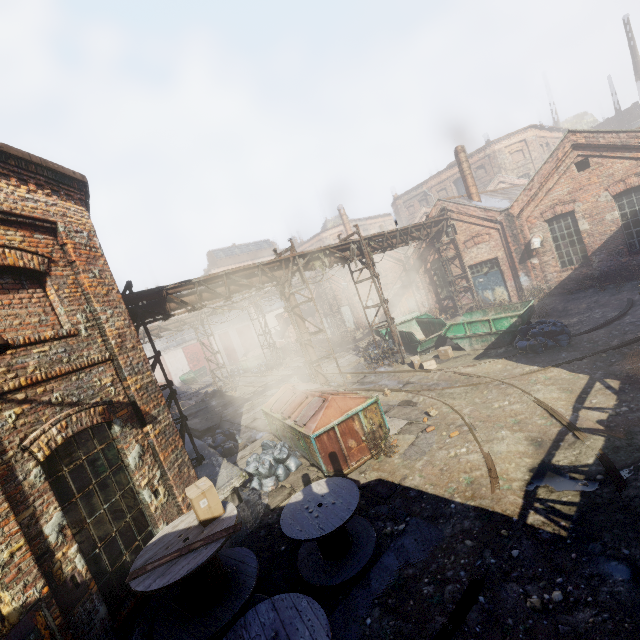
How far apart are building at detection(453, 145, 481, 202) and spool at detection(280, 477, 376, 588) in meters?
20.2

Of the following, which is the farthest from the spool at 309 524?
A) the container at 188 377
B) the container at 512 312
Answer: the container at 188 377

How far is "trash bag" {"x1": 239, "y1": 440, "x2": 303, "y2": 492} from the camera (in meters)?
8.99

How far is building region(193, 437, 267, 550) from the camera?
7.7m

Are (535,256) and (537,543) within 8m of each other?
no

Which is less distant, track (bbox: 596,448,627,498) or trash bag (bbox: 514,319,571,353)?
track (bbox: 596,448,627,498)

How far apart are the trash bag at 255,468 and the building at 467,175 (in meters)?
18.93

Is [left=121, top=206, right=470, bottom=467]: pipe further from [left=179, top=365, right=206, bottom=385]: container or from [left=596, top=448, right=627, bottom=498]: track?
[left=179, top=365, right=206, bottom=385]: container
